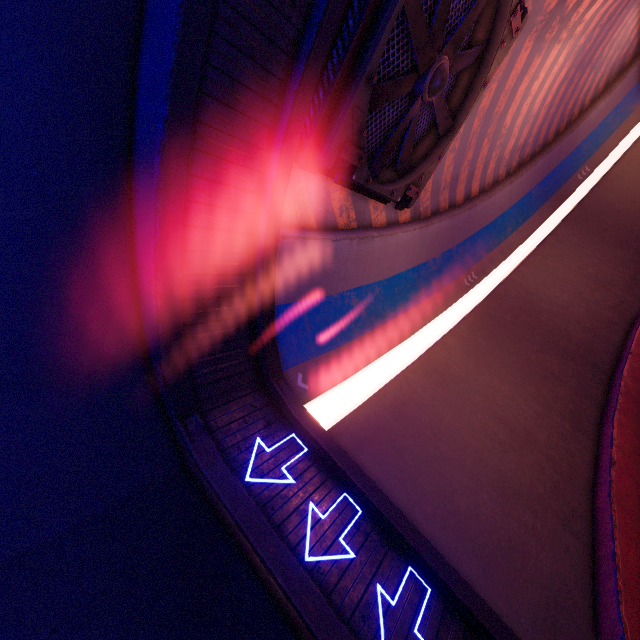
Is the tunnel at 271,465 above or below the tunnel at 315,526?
above

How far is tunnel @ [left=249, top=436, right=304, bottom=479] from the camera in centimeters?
528cm

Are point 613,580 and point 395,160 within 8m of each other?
no

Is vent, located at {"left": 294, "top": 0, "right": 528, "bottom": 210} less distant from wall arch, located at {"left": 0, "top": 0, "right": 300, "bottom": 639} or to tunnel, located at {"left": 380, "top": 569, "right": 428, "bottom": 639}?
tunnel, located at {"left": 380, "top": 569, "right": 428, "bottom": 639}

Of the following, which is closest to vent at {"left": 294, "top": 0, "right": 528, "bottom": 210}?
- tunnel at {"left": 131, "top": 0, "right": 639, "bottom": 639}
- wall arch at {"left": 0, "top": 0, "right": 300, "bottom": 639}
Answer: tunnel at {"left": 131, "top": 0, "right": 639, "bottom": 639}

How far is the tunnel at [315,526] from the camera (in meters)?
4.73
